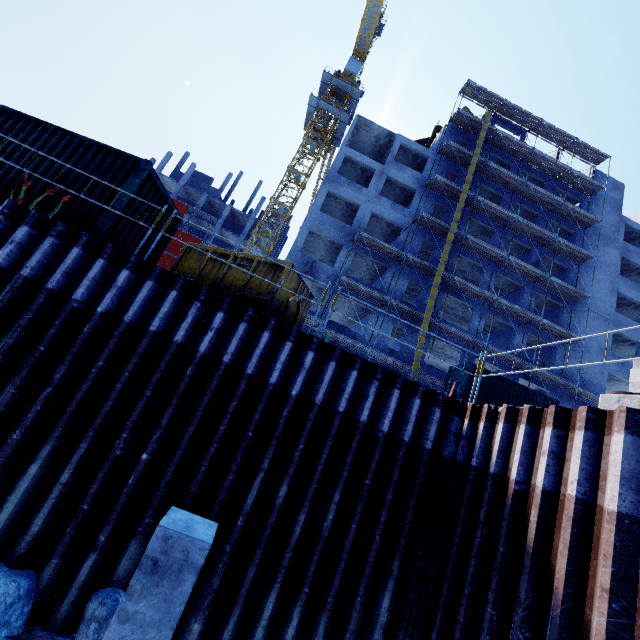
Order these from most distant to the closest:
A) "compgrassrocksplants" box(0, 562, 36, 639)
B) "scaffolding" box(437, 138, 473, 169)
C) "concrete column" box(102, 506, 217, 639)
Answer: "scaffolding" box(437, 138, 473, 169)
"compgrassrocksplants" box(0, 562, 36, 639)
"concrete column" box(102, 506, 217, 639)

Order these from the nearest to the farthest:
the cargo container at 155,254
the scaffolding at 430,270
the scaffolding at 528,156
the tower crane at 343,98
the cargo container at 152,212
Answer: the cargo container at 152,212, the cargo container at 155,254, the scaffolding at 430,270, the scaffolding at 528,156, the tower crane at 343,98

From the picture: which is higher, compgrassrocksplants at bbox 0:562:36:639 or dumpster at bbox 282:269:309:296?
dumpster at bbox 282:269:309:296

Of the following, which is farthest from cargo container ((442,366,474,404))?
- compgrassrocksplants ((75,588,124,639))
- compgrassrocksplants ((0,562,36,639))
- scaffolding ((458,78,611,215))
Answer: compgrassrocksplants ((0,562,36,639))

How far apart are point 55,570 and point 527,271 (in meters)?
31.81

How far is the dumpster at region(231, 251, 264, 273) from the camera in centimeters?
824cm

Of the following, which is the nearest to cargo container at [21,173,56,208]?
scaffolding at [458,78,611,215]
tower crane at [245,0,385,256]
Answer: scaffolding at [458,78,611,215]

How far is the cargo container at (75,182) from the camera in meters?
7.7 m
